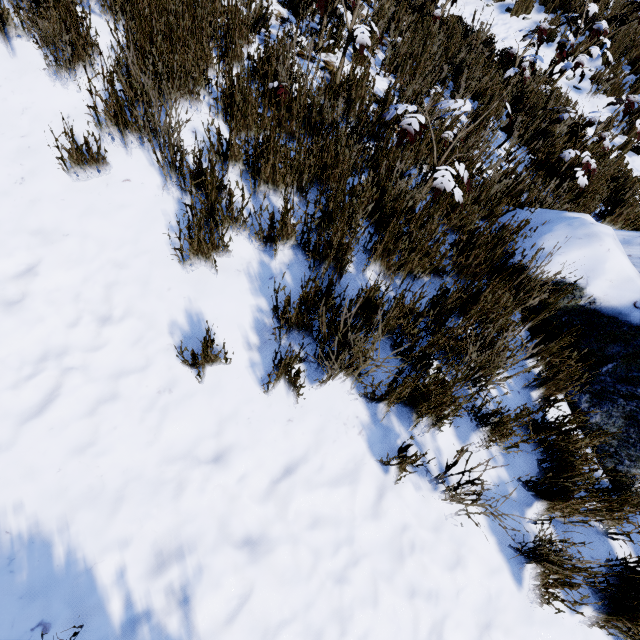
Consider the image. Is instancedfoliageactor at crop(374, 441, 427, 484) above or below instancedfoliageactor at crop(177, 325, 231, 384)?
below

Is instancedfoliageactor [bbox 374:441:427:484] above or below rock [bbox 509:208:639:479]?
below

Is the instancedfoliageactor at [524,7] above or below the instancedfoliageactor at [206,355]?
above

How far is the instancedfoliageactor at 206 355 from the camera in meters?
1.6 m

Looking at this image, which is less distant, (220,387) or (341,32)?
(220,387)

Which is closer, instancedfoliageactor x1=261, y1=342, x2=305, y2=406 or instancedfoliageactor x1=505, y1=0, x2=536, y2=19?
instancedfoliageactor x1=261, y1=342, x2=305, y2=406

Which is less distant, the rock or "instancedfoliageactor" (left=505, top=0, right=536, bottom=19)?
the rock
